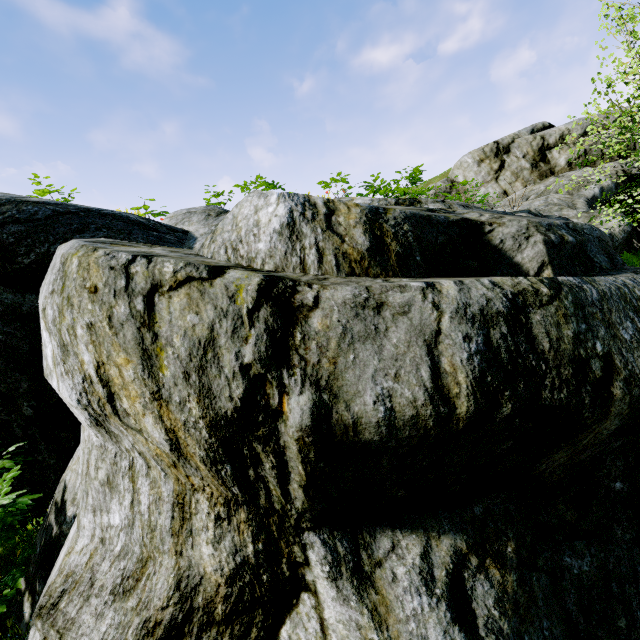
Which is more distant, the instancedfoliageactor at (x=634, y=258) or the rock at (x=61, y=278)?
the instancedfoliageactor at (x=634, y=258)

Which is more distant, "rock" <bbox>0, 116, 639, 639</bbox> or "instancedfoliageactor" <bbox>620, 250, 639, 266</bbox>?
"instancedfoliageactor" <bbox>620, 250, 639, 266</bbox>

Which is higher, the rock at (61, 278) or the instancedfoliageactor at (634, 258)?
the rock at (61, 278)

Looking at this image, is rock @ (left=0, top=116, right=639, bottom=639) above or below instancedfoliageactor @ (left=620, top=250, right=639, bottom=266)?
above

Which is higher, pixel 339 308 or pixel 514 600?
pixel 339 308
